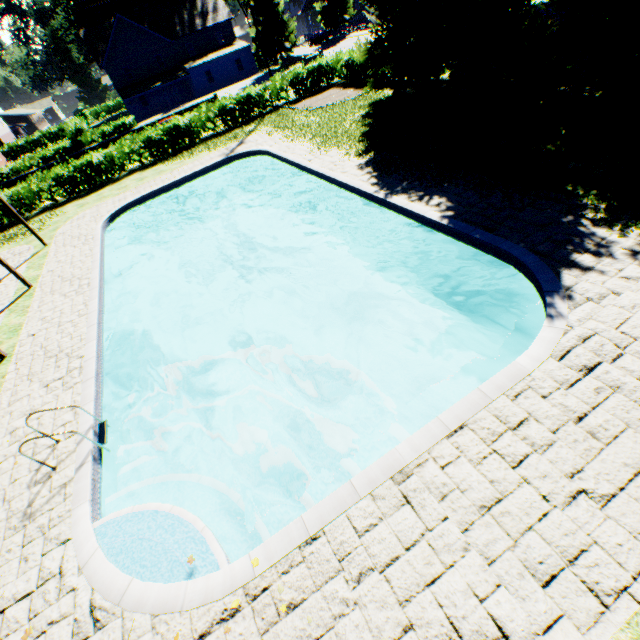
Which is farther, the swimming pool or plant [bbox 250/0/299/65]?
plant [bbox 250/0/299/65]

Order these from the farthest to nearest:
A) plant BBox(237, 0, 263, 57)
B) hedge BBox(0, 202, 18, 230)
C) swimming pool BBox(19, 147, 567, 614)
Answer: plant BBox(237, 0, 263, 57) < hedge BBox(0, 202, 18, 230) < swimming pool BBox(19, 147, 567, 614)

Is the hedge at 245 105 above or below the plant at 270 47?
below

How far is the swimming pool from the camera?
4.7m

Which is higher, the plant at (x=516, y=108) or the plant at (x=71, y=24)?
the plant at (x=71, y=24)

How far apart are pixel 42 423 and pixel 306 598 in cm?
717

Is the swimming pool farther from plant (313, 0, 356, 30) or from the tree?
the tree

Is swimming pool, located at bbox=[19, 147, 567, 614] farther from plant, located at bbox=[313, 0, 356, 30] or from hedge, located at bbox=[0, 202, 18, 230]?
hedge, located at bbox=[0, 202, 18, 230]
